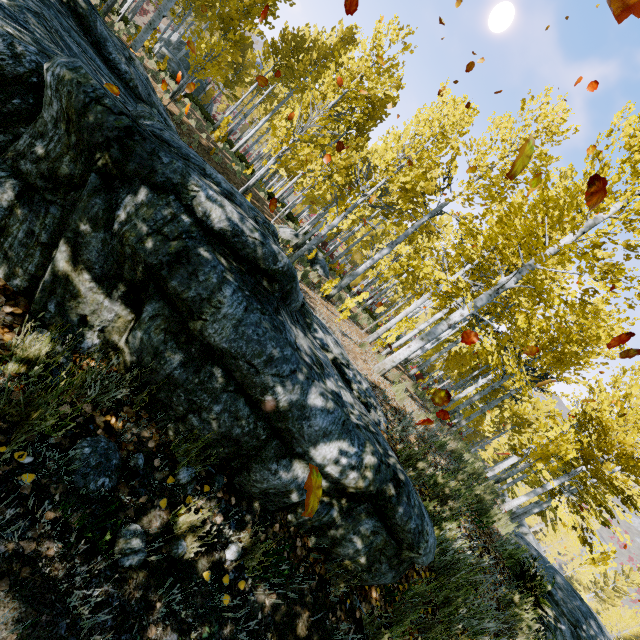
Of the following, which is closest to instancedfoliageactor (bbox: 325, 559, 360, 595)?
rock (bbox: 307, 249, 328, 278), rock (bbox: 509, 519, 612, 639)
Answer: rock (bbox: 509, 519, 612, 639)

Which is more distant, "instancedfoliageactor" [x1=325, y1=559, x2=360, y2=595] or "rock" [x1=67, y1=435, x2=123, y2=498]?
"instancedfoliageactor" [x1=325, y1=559, x2=360, y2=595]

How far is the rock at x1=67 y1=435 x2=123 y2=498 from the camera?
1.79m

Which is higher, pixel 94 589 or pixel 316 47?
pixel 316 47

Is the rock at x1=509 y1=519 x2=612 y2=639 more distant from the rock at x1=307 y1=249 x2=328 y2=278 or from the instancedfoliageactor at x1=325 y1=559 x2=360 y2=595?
the rock at x1=307 y1=249 x2=328 y2=278

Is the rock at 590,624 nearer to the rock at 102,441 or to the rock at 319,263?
the rock at 102,441

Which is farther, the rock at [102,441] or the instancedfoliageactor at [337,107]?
the instancedfoliageactor at [337,107]

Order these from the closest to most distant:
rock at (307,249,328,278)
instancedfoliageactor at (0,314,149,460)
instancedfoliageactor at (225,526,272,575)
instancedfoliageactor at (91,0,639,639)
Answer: instancedfoliageactor at (0,314,149,460)
instancedfoliageactor at (225,526,272,575)
instancedfoliageactor at (91,0,639,639)
rock at (307,249,328,278)
